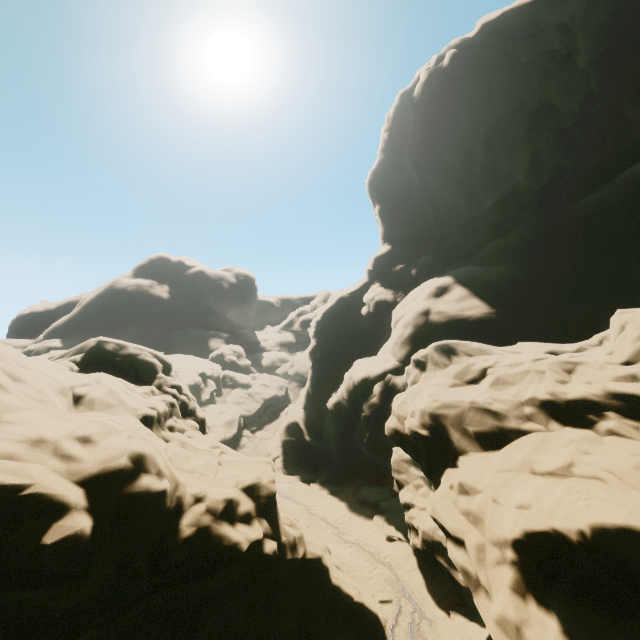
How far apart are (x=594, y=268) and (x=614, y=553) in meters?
21.0 m
